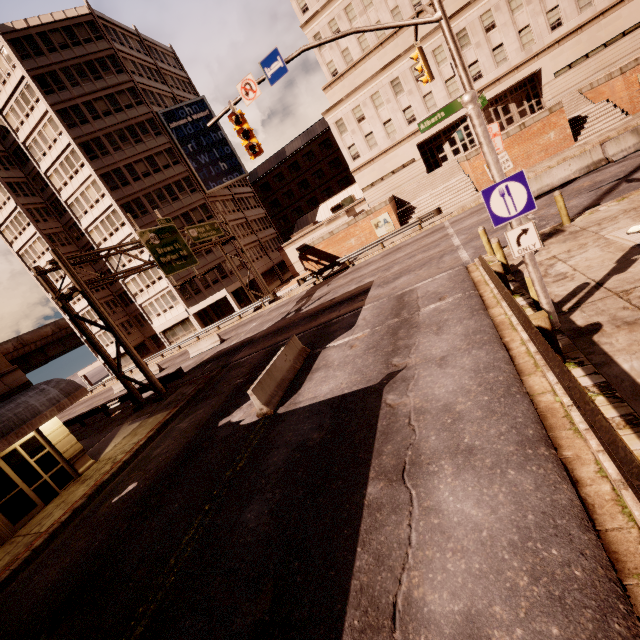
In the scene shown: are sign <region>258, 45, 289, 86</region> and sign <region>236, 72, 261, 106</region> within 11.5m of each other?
yes

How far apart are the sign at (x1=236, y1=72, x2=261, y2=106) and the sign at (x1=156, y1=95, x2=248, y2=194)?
33.57m

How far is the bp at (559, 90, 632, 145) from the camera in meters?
23.6 m

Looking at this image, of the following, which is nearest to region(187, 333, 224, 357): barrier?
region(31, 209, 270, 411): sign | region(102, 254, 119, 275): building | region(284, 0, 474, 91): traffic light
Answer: region(31, 209, 270, 411): sign

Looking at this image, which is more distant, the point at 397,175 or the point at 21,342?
the point at 21,342

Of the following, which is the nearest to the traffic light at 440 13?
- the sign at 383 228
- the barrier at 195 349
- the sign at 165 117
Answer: the sign at 383 228

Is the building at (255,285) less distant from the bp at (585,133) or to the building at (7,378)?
the building at (7,378)

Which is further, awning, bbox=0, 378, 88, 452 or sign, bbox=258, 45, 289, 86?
awning, bbox=0, 378, 88, 452
